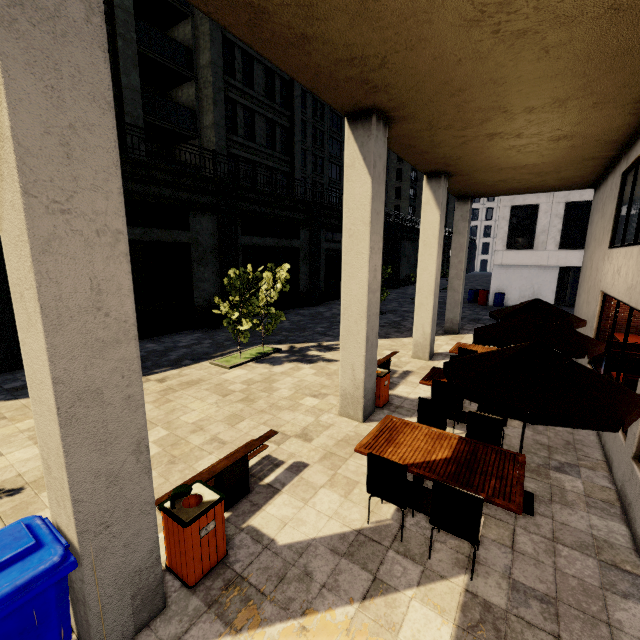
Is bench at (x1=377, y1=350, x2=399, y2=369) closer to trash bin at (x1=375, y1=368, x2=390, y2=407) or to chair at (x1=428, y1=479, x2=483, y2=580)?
trash bin at (x1=375, y1=368, x2=390, y2=407)

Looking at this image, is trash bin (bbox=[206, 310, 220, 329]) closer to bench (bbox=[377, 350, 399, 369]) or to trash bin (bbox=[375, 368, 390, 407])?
bench (bbox=[377, 350, 399, 369])

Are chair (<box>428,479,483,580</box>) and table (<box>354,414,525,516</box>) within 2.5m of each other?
yes

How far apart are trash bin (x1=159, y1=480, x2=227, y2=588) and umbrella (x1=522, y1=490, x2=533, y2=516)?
3.7 meters

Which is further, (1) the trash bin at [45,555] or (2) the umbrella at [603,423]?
(2) the umbrella at [603,423]

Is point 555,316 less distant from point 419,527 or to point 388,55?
point 419,527

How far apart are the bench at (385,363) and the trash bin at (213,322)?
8.7 meters

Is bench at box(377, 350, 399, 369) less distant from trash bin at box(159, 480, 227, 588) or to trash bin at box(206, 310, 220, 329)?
trash bin at box(159, 480, 227, 588)
